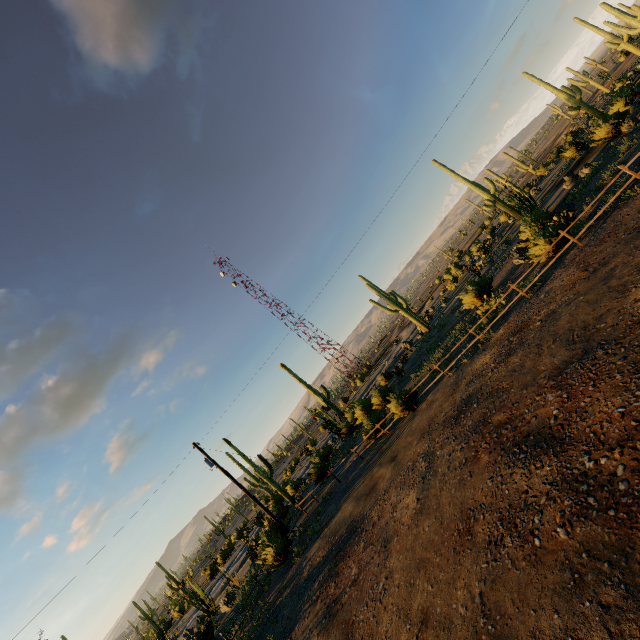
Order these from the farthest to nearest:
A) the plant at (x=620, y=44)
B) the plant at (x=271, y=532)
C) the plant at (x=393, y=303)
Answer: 1. the plant at (x=393, y=303)
2. the plant at (x=620, y=44)
3. the plant at (x=271, y=532)

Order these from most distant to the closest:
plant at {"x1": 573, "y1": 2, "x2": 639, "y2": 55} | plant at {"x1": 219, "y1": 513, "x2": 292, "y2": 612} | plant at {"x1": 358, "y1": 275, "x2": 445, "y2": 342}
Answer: plant at {"x1": 358, "y1": 275, "x2": 445, "y2": 342}
plant at {"x1": 573, "y1": 2, "x2": 639, "y2": 55}
plant at {"x1": 219, "y1": 513, "x2": 292, "y2": 612}

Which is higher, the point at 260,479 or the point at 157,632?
the point at 260,479

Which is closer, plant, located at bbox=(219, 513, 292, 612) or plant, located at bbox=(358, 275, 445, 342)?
plant, located at bbox=(219, 513, 292, 612)

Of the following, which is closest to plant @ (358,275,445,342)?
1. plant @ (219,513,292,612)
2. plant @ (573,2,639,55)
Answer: plant @ (573,2,639,55)

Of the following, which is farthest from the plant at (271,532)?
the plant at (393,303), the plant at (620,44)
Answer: the plant at (620,44)

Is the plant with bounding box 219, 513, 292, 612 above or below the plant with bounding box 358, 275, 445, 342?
below
